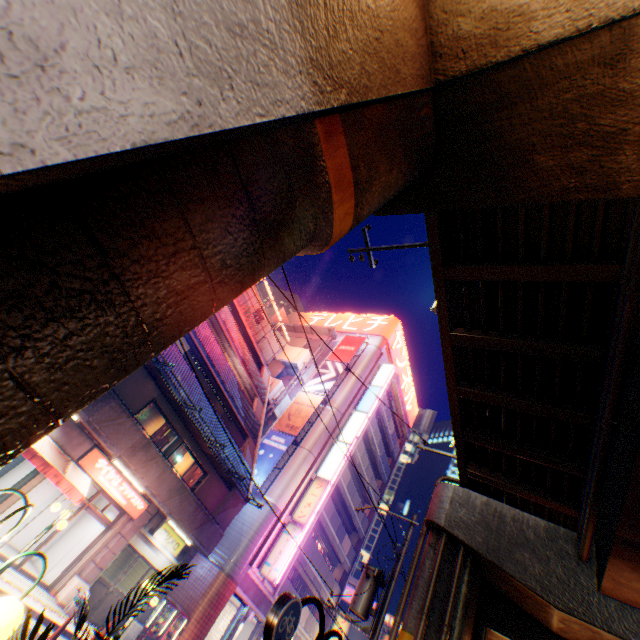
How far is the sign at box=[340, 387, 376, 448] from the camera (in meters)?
26.94

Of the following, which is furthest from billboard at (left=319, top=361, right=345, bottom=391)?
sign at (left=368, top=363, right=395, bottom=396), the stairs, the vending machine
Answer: the vending machine

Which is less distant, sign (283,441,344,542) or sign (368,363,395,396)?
sign (283,441,344,542)

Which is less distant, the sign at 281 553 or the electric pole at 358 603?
the electric pole at 358 603

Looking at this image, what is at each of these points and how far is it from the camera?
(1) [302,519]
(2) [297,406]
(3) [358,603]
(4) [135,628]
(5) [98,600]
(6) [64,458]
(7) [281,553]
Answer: (1) sign, 22.0m
(2) billboard, 28.0m
(3) electric pole, 12.3m
(4) column, 14.3m
(5) door, 13.3m
(6) awning, 11.9m
(7) sign, 20.6m

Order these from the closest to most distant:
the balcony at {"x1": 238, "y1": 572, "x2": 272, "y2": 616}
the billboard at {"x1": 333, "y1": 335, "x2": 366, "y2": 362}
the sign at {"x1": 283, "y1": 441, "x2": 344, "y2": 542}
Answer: the balcony at {"x1": 238, "y1": 572, "x2": 272, "y2": 616} < the sign at {"x1": 283, "y1": 441, "x2": 344, "y2": 542} < the billboard at {"x1": 333, "y1": 335, "x2": 366, "y2": 362}

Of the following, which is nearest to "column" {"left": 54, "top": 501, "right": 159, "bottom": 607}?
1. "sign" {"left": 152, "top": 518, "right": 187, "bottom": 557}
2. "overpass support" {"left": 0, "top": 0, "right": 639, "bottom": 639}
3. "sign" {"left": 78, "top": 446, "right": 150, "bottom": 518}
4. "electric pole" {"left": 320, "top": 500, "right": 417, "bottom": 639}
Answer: "sign" {"left": 78, "top": 446, "right": 150, "bottom": 518}

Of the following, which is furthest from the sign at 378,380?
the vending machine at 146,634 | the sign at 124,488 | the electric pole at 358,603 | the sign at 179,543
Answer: the sign at 124,488
